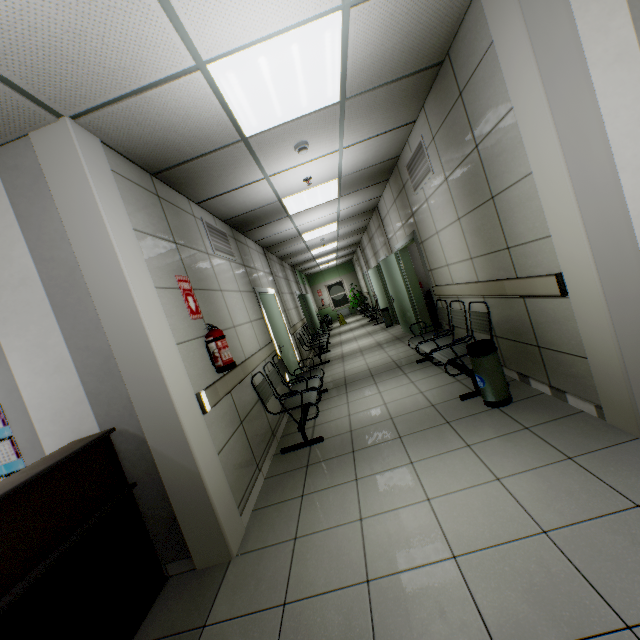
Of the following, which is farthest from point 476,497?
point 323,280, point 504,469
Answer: point 323,280

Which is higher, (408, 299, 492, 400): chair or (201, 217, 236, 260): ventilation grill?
(201, 217, 236, 260): ventilation grill

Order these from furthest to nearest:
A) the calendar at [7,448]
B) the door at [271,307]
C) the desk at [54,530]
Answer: the door at [271,307], the calendar at [7,448], the desk at [54,530]

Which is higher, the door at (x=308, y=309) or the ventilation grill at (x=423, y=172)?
the ventilation grill at (x=423, y=172)

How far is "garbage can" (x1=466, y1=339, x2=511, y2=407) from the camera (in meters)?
3.13

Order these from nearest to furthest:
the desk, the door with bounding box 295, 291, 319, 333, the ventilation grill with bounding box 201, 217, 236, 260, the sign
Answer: the desk → the sign → the ventilation grill with bounding box 201, 217, 236, 260 → the door with bounding box 295, 291, 319, 333

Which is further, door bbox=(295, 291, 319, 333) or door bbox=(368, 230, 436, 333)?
door bbox=(295, 291, 319, 333)

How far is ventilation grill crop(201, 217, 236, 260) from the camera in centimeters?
425cm
